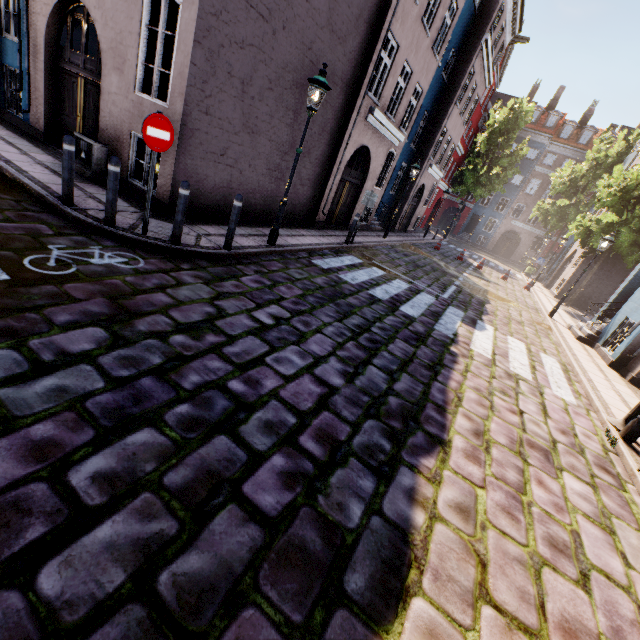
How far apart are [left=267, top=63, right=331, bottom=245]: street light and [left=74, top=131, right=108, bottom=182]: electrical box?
4.03m

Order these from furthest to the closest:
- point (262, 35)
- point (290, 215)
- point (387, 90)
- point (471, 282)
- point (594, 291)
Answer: point (594, 291)
point (471, 282)
point (387, 90)
point (290, 215)
point (262, 35)

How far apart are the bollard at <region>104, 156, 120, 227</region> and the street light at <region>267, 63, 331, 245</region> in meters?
3.4 m

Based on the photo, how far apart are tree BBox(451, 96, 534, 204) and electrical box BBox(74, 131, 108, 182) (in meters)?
33.10

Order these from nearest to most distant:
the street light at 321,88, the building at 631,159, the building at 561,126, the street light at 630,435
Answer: the street light at 630,435 → the street light at 321,88 → the building at 631,159 → the building at 561,126

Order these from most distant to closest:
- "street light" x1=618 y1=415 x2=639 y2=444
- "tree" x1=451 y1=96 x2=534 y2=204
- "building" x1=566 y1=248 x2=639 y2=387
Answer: "tree" x1=451 y1=96 x2=534 y2=204
"building" x1=566 y1=248 x2=639 y2=387
"street light" x1=618 y1=415 x2=639 y2=444

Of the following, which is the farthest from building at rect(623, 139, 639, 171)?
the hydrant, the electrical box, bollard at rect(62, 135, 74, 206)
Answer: bollard at rect(62, 135, 74, 206)

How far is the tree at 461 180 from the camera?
29.09m
